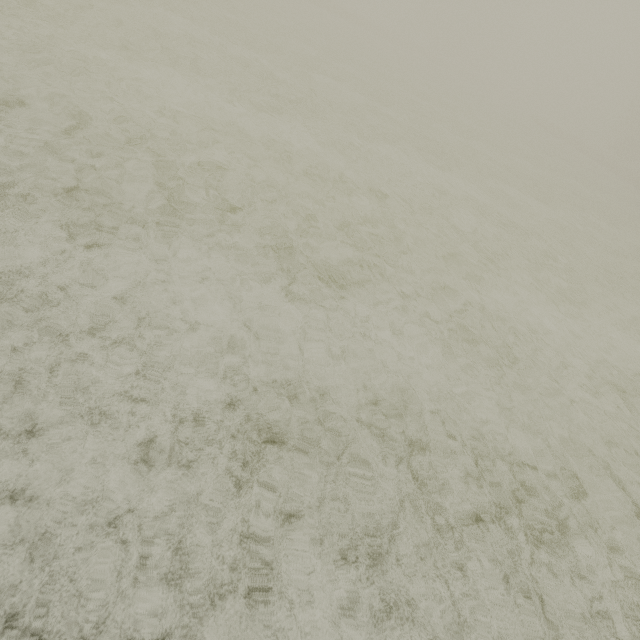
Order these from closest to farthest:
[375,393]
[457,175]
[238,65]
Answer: [375,393], [238,65], [457,175]
